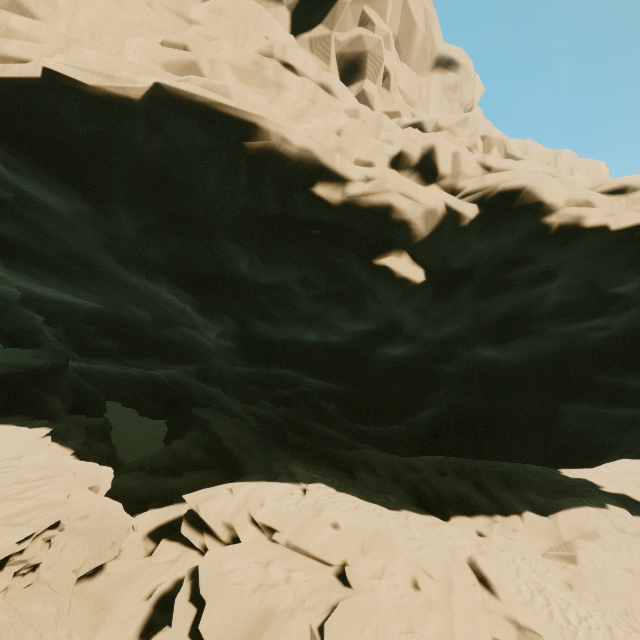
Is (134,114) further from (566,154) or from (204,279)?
(566,154)
